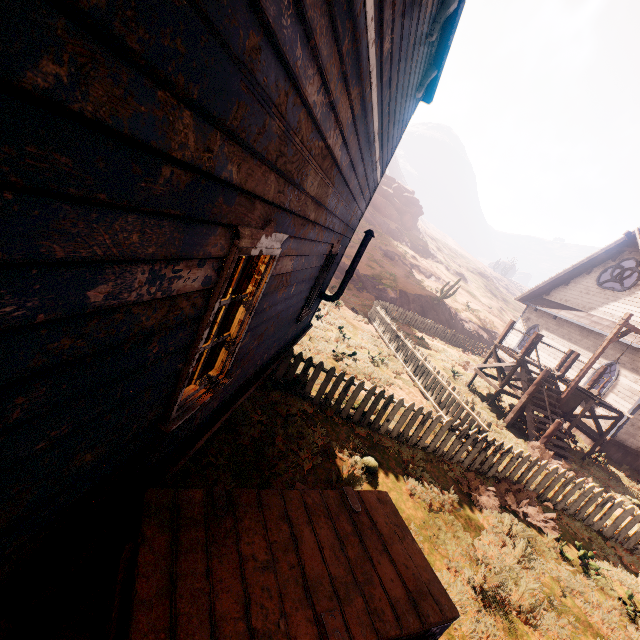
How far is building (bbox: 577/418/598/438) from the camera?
14.70m

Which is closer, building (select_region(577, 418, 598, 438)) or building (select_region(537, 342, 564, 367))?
building (select_region(577, 418, 598, 438))

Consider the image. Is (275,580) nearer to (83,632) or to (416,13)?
(83,632)

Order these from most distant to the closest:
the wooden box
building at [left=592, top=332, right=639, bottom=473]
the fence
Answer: building at [left=592, top=332, right=639, bottom=473], the fence, the wooden box

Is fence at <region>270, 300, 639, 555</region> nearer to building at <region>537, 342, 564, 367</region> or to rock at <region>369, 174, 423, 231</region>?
building at <region>537, 342, 564, 367</region>

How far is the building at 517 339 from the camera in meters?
21.7 m

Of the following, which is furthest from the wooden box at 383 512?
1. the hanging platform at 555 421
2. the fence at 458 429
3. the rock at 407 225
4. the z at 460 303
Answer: the rock at 407 225

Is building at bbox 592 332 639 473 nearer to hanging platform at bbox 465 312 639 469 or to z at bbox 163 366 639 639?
z at bbox 163 366 639 639
